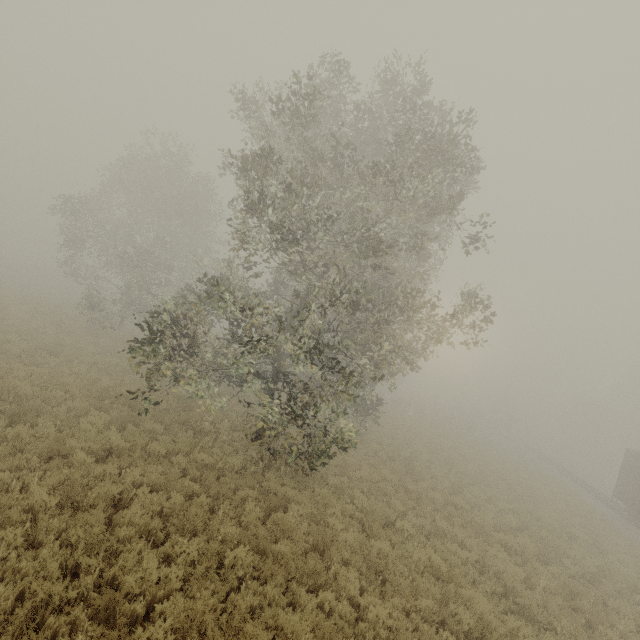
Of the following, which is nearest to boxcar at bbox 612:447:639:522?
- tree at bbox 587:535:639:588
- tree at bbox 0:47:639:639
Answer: tree at bbox 587:535:639:588

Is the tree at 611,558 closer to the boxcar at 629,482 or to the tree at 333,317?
the tree at 333,317

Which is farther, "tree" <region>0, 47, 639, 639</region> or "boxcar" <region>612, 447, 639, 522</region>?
"boxcar" <region>612, 447, 639, 522</region>

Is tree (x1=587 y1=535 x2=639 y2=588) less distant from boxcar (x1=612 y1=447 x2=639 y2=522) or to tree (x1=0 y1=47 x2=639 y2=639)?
tree (x1=0 y1=47 x2=639 y2=639)

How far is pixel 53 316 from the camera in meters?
22.9

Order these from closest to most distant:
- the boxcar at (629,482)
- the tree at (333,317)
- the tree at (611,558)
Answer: the tree at (333,317)
the tree at (611,558)
the boxcar at (629,482)

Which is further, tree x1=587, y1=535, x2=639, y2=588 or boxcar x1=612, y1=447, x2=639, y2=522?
boxcar x1=612, y1=447, x2=639, y2=522

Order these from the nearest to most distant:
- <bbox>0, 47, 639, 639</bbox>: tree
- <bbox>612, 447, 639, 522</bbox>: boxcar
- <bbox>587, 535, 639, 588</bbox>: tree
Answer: <bbox>0, 47, 639, 639</bbox>: tree, <bbox>587, 535, 639, 588</bbox>: tree, <bbox>612, 447, 639, 522</bbox>: boxcar
